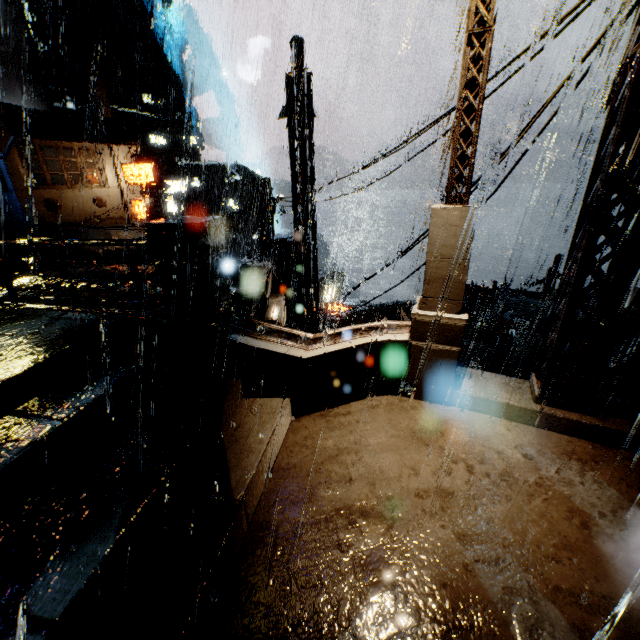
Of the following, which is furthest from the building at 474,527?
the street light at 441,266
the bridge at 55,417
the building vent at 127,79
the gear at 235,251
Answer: the gear at 235,251

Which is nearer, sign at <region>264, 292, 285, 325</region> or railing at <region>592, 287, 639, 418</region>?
railing at <region>592, 287, 639, 418</region>

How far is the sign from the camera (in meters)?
11.48

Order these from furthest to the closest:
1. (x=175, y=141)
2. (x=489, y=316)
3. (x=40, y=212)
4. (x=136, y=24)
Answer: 1. (x=175, y=141)
2. (x=136, y=24)
3. (x=40, y=212)
4. (x=489, y=316)

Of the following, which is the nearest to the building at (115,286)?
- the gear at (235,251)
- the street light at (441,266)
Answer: the street light at (441,266)

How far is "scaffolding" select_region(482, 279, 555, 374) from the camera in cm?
742

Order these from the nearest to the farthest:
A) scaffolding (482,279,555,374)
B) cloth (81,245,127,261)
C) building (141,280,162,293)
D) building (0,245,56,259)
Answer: scaffolding (482,279,555,374) → building (141,280,162,293) → building (0,245,56,259) → cloth (81,245,127,261)

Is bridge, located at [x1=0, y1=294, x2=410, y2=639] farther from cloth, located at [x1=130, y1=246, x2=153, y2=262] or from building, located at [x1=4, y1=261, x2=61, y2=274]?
cloth, located at [x1=130, y1=246, x2=153, y2=262]
